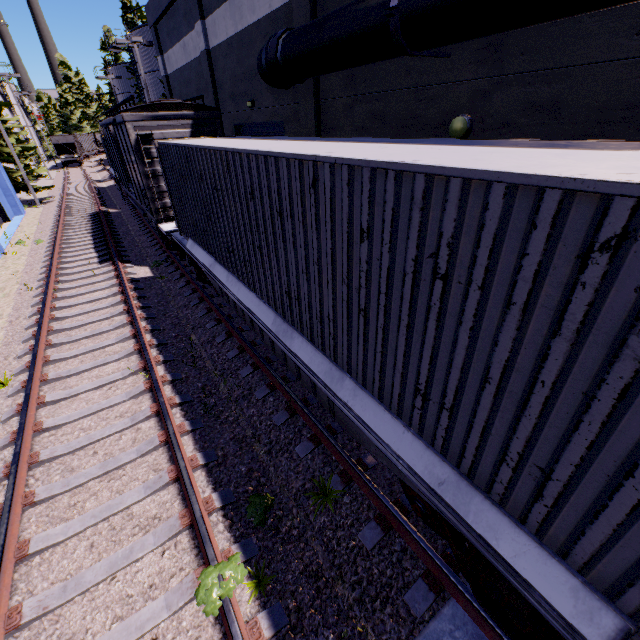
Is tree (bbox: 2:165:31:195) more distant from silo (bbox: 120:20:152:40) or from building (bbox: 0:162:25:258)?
building (bbox: 0:162:25:258)

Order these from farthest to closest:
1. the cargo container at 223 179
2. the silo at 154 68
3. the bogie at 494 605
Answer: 1. the silo at 154 68
2. the bogie at 494 605
3. the cargo container at 223 179

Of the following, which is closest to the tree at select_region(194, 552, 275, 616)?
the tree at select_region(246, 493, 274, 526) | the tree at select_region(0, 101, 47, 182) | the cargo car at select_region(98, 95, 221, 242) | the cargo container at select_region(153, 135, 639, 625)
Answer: the tree at select_region(246, 493, 274, 526)

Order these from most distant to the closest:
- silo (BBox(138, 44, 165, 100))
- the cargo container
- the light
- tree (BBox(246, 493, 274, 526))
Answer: silo (BBox(138, 44, 165, 100))
the light
tree (BBox(246, 493, 274, 526))
the cargo container

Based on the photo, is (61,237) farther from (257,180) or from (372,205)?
(372,205)

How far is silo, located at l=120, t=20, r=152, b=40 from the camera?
26.95m

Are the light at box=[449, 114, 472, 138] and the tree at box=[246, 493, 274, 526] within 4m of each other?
no

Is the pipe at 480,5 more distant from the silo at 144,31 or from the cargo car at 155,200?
the silo at 144,31
